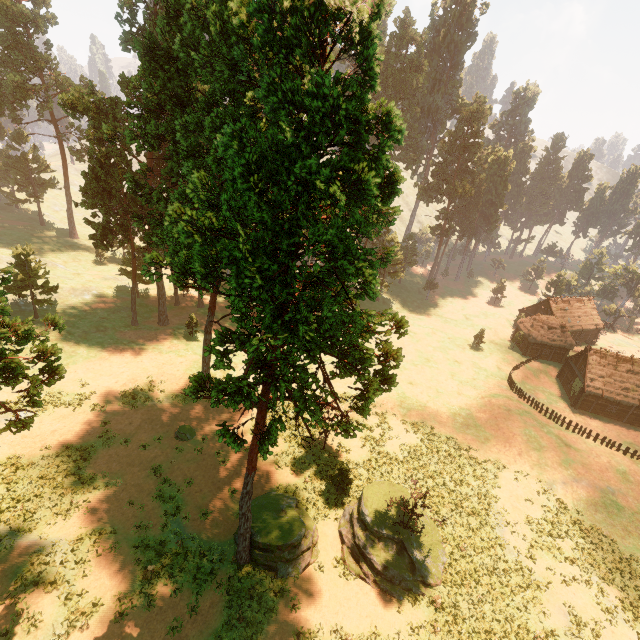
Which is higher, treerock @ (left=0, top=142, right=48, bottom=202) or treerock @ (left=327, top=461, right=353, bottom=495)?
treerock @ (left=0, top=142, right=48, bottom=202)

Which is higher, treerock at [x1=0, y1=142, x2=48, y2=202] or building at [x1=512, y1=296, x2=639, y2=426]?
treerock at [x1=0, y1=142, x2=48, y2=202]

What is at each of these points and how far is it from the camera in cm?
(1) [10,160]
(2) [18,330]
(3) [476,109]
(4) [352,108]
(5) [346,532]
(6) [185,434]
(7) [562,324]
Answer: (1) treerock, 5709
(2) treerock, 1509
(3) treerock, 5866
(4) treerock, 963
(5) treerock, 2338
(6) treerock, 2895
(7) building, 5297

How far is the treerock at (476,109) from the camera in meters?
58.0

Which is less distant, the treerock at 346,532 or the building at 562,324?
the treerock at 346,532

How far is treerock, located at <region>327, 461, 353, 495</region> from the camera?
25.2m
